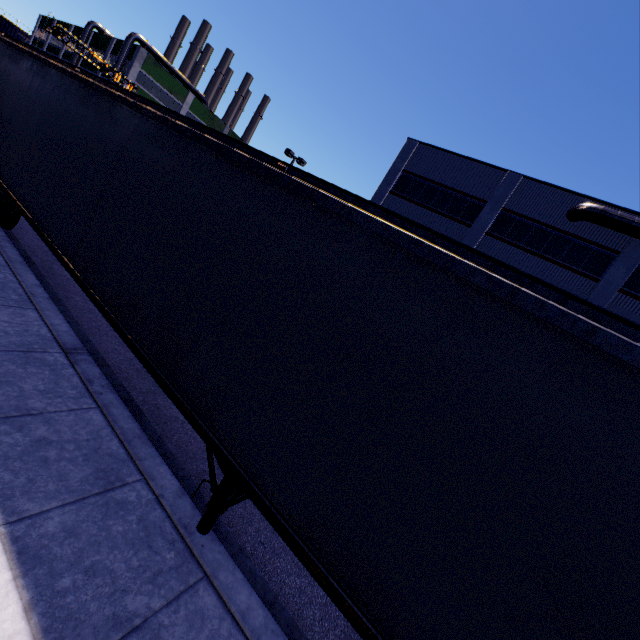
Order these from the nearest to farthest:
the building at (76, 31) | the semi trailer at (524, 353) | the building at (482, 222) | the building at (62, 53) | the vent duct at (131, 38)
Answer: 1. the semi trailer at (524, 353)
2. the building at (482, 222)
3. the vent duct at (131, 38)
4. the building at (76, 31)
5. the building at (62, 53)

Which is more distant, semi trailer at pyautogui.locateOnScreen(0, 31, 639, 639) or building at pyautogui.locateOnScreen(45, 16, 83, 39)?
building at pyautogui.locateOnScreen(45, 16, 83, 39)

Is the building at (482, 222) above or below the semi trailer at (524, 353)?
above

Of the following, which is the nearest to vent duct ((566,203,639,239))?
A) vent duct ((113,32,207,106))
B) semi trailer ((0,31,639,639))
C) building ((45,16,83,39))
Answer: building ((45,16,83,39))

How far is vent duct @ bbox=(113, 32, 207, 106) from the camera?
42.5m

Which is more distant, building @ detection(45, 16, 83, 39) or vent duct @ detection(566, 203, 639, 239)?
building @ detection(45, 16, 83, 39)

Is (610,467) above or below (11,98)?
above
